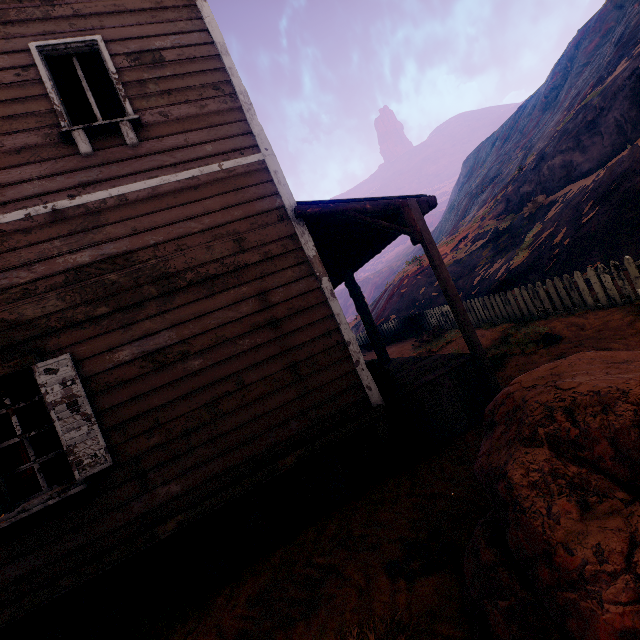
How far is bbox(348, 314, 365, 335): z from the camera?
27.5m

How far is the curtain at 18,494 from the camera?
3.5m

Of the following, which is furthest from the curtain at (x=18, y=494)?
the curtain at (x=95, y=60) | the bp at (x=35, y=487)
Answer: the bp at (x=35, y=487)

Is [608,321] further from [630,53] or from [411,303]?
[630,53]

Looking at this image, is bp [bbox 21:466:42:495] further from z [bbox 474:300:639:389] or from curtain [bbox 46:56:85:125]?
curtain [bbox 46:56:85:125]

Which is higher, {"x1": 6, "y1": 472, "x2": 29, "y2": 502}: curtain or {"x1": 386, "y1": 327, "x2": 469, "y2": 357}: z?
{"x1": 6, "y1": 472, "x2": 29, "y2": 502}: curtain

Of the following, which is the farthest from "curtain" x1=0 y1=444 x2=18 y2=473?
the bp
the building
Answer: the bp
